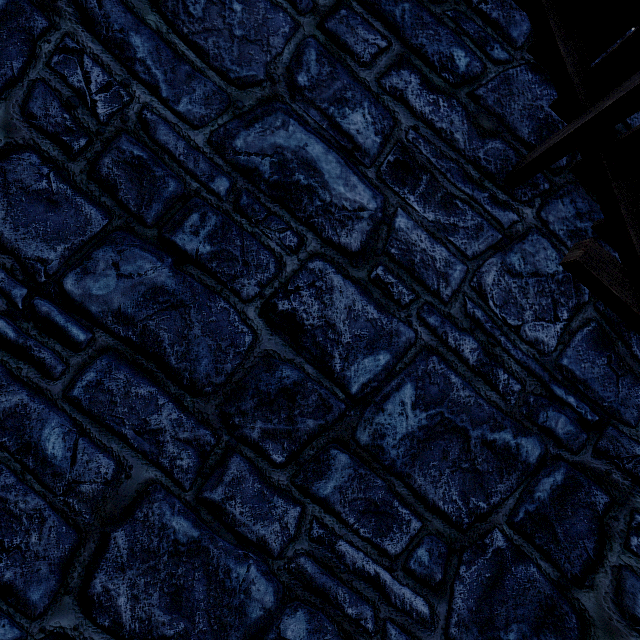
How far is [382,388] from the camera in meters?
2.1
